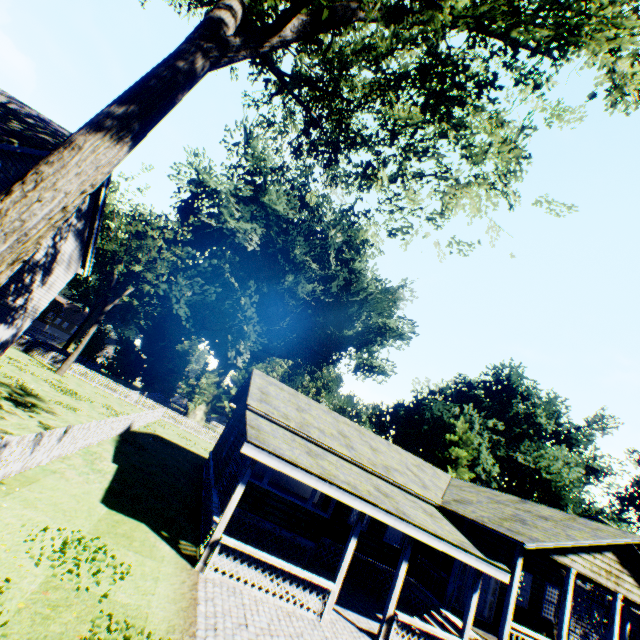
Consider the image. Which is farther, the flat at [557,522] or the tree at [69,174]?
the flat at [557,522]

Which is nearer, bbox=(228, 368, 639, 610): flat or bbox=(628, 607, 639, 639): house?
bbox=(228, 368, 639, 610): flat

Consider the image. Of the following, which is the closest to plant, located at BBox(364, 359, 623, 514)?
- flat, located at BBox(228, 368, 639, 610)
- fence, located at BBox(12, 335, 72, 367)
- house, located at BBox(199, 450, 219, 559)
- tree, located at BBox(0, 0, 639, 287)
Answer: fence, located at BBox(12, 335, 72, 367)

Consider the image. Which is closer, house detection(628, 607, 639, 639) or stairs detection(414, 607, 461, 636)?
stairs detection(414, 607, 461, 636)

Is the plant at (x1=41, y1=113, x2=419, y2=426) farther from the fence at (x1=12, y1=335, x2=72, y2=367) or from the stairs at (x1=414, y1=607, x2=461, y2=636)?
the stairs at (x1=414, y1=607, x2=461, y2=636)

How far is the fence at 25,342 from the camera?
32.5m

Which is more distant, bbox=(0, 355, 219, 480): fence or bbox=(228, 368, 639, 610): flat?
bbox=(228, 368, 639, 610): flat

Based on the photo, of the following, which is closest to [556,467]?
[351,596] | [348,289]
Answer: [348,289]
